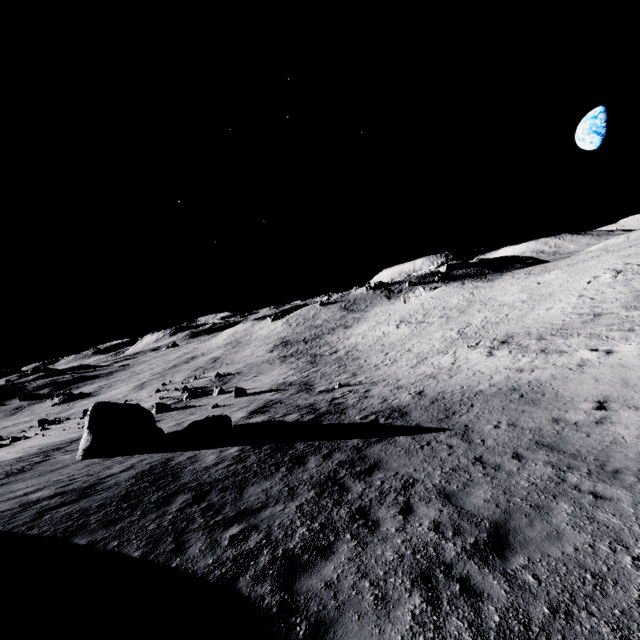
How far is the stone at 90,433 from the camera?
15.36m

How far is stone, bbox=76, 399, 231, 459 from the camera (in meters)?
15.36

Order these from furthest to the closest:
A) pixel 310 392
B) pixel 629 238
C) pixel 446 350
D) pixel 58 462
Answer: pixel 629 238 → pixel 446 350 → pixel 310 392 → pixel 58 462
